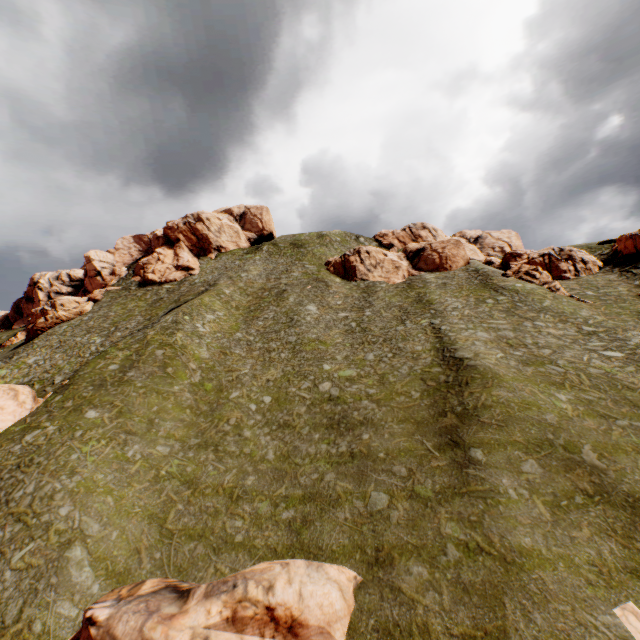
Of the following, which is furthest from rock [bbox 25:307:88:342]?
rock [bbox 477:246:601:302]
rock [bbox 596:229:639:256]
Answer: rock [bbox 477:246:601:302]

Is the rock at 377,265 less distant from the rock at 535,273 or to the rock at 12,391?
the rock at 535,273

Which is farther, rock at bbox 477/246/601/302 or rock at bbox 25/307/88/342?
rock at bbox 25/307/88/342

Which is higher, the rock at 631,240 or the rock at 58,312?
the rock at 58,312

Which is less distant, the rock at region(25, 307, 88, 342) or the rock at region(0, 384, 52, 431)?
the rock at region(0, 384, 52, 431)

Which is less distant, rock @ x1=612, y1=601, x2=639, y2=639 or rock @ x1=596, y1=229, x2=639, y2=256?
rock @ x1=612, y1=601, x2=639, y2=639

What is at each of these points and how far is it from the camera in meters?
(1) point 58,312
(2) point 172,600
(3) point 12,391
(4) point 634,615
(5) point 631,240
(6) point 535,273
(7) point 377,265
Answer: (1) rock, 57.2 m
(2) rock, 13.9 m
(3) rock, 31.2 m
(4) rock, 11.8 m
(5) rock, 46.8 m
(6) rock, 43.0 m
(7) rock, 57.8 m

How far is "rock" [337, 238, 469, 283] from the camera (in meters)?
53.06
